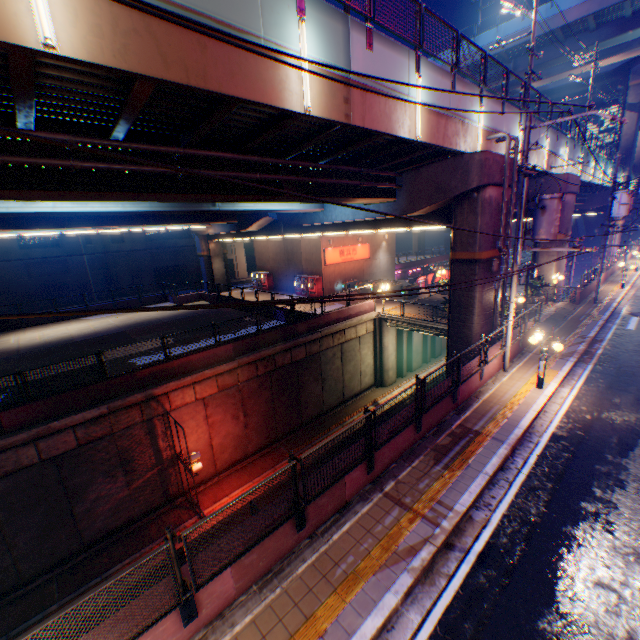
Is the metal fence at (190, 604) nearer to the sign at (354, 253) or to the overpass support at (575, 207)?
the overpass support at (575, 207)

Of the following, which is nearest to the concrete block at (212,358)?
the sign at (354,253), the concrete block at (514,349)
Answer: the sign at (354,253)

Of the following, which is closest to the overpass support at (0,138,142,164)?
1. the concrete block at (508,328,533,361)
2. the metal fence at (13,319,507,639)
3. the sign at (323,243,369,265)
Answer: the metal fence at (13,319,507,639)

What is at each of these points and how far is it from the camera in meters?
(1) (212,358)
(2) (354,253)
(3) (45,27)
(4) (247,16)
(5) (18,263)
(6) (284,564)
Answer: (1) concrete block, 16.5 m
(2) sign, 33.9 m
(3) street lamp, 4.6 m
(4) overpass support, 6.6 m
(5) building, 34.6 m
(6) concrete curb, 6.5 m

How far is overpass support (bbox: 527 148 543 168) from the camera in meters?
18.9

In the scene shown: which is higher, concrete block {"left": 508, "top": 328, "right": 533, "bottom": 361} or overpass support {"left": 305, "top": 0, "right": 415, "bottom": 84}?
overpass support {"left": 305, "top": 0, "right": 415, "bottom": 84}

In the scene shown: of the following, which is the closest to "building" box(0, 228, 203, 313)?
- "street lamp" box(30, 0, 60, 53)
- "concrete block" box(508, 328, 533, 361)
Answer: "street lamp" box(30, 0, 60, 53)
